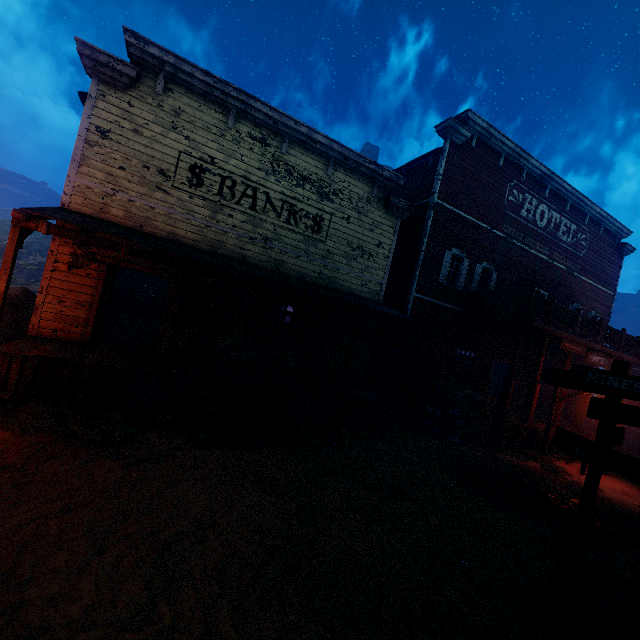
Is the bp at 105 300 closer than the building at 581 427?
Yes

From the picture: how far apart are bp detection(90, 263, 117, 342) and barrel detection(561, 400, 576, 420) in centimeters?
2139cm

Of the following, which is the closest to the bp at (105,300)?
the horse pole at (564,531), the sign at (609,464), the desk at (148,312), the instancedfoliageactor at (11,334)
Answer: the instancedfoliageactor at (11,334)

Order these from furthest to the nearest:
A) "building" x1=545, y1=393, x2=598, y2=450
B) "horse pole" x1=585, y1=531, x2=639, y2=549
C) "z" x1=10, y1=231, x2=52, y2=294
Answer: "z" x1=10, y1=231, x2=52, y2=294 < "building" x1=545, y1=393, x2=598, y2=450 < "horse pole" x1=585, y1=531, x2=639, y2=549

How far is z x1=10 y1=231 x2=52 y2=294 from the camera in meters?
27.9

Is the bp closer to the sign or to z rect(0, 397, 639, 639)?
z rect(0, 397, 639, 639)

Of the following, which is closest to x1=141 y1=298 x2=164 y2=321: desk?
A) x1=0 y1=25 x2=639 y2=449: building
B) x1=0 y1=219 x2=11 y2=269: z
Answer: x1=0 y1=25 x2=639 y2=449: building

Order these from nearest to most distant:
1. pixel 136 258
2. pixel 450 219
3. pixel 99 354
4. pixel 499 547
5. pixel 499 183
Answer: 1. pixel 499 547
2. pixel 99 354
3. pixel 136 258
4. pixel 450 219
5. pixel 499 183
